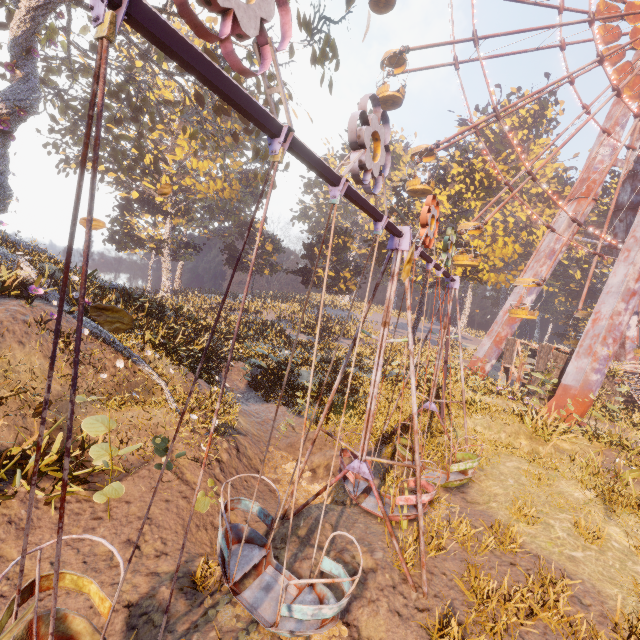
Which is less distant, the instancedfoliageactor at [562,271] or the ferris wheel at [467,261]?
the ferris wheel at [467,261]

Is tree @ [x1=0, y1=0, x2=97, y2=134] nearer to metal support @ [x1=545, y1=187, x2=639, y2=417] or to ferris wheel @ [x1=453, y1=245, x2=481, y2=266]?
ferris wheel @ [x1=453, y1=245, x2=481, y2=266]

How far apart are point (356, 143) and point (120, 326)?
3.3 meters

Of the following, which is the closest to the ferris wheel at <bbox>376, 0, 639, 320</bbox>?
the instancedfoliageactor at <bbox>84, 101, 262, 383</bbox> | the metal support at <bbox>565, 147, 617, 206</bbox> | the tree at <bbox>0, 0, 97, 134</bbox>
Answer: the metal support at <bbox>565, 147, 617, 206</bbox>

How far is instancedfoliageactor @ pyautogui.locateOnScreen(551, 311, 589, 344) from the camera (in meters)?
42.00

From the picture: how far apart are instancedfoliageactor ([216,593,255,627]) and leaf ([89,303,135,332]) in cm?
461

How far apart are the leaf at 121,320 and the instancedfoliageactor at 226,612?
4.6m

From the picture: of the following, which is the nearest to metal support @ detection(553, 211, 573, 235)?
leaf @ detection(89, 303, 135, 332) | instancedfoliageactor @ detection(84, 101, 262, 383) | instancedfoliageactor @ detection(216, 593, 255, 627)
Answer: instancedfoliageactor @ detection(216, 593, 255, 627)
